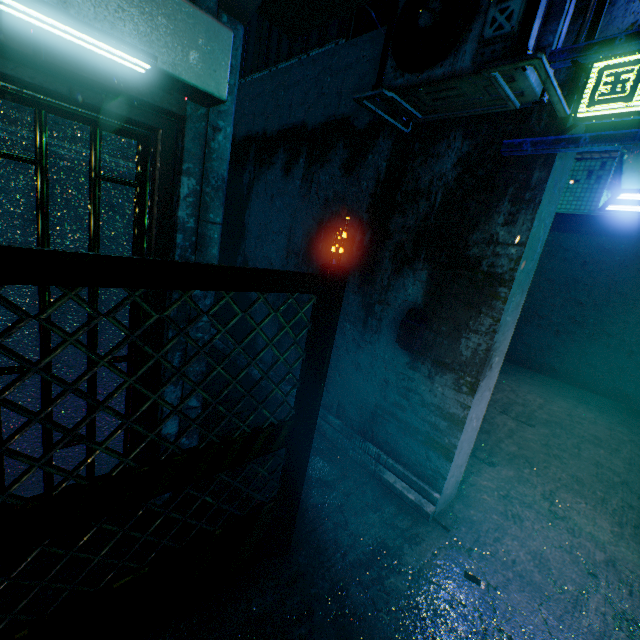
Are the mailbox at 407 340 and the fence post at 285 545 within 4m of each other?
yes

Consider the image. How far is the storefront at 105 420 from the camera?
1.84m

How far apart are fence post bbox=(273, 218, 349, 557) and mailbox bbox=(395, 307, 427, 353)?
1.0 meters

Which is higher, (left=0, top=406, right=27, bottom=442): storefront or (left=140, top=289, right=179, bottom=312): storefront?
(left=140, top=289, right=179, bottom=312): storefront

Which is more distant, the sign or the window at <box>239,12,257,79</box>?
the window at <box>239,12,257,79</box>

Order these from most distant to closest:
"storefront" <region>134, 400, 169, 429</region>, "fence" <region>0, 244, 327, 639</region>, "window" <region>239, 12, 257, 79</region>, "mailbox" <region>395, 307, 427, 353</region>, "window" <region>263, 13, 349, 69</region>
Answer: "window" <region>239, 12, 257, 79</region>, "window" <region>263, 13, 349, 69</region>, "mailbox" <region>395, 307, 427, 353</region>, "storefront" <region>134, 400, 169, 429</region>, "fence" <region>0, 244, 327, 639</region>

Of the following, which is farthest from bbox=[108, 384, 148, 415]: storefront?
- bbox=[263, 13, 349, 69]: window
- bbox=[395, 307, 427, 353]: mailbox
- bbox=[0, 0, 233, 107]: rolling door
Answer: bbox=[263, 13, 349, 69]: window

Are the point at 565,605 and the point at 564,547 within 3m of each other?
yes
